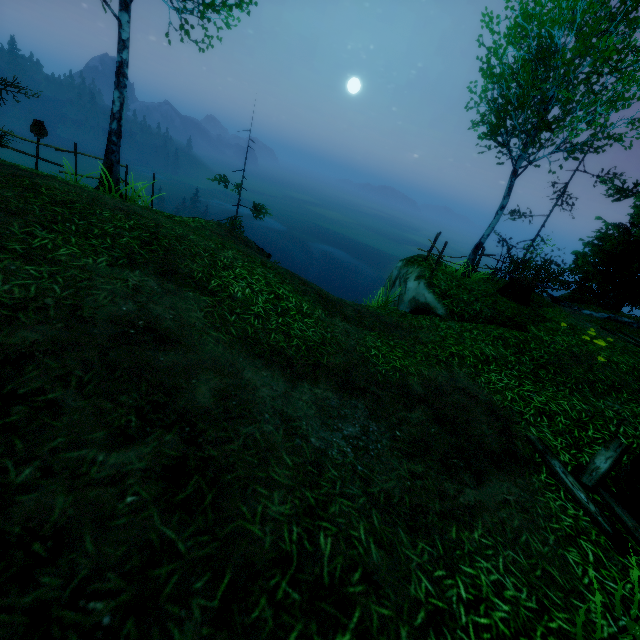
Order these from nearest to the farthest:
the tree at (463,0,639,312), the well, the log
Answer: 1. the well
2. the tree at (463,0,639,312)
3. the log

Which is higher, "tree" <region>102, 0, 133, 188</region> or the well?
"tree" <region>102, 0, 133, 188</region>

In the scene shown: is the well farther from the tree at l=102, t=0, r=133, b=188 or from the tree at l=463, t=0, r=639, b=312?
the tree at l=102, t=0, r=133, b=188

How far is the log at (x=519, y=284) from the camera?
10.8 meters

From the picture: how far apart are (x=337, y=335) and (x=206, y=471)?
3.70m

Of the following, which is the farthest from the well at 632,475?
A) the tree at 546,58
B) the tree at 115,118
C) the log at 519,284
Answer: the tree at 115,118

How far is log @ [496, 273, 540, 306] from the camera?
10.8 meters

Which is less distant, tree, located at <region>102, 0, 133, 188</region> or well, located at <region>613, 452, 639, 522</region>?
well, located at <region>613, 452, 639, 522</region>
